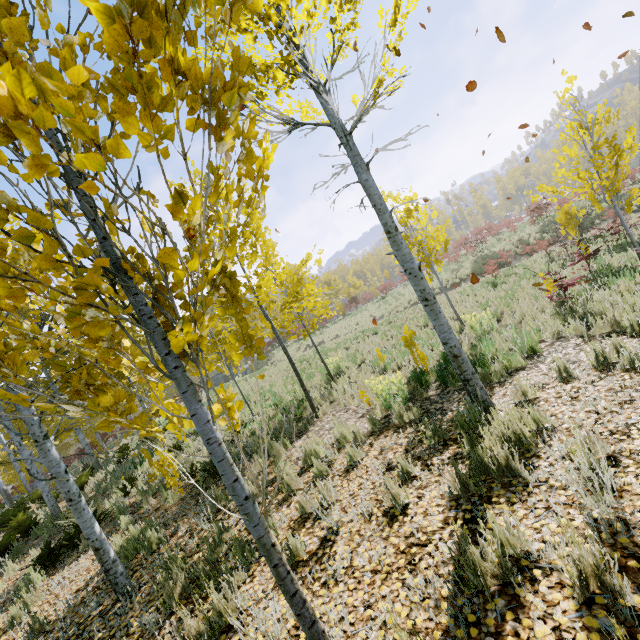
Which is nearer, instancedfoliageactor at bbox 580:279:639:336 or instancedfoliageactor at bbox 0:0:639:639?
instancedfoliageactor at bbox 0:0:639:639

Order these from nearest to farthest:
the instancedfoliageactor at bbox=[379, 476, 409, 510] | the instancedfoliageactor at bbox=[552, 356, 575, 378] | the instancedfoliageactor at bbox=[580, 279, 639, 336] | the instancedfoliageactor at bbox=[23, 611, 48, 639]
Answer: the instancedfoliageactor at bbox=[379, 476, 409, 510]
the instancedfoliageactor at bbox=[23, 611, 48, 639]
the instancedfoliageactor at bbox=[552, 356, 575, 378]
the instancedfoliageactor at bbox=[580, 279, 639, 336]

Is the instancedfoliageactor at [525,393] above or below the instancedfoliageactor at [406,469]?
below

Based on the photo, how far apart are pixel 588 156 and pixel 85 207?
74.2m

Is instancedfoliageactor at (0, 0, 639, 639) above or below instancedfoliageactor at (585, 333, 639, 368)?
above

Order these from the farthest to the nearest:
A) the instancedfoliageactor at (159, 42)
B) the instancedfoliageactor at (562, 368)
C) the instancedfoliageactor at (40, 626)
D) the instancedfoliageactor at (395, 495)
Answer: the instancedfoliageactor at (562, 368) < the instancedfoliageactor at (40, 626) < the instancedfoliageactor at (395, 495) < the instancedfoliageactor at (159, 42)
